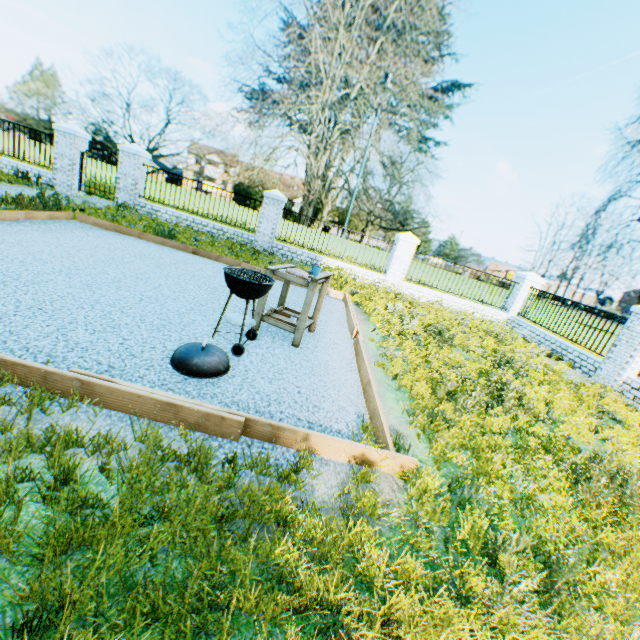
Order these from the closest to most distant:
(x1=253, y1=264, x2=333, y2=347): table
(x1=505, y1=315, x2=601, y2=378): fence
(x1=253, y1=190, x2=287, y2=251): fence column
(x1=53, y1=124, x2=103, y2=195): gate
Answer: (x1=253, y1=264, x2=333, y2=347): table, (x1=505, y1=315, x2=601, y2=378): fence, (x1=53, y1=124, x2=103, y2=195): gate, (x1=253, y1=190, x2=287, y2=251): fence column

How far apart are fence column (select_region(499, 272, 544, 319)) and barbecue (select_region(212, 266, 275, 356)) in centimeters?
1300cm

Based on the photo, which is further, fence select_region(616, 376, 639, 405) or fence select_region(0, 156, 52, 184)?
fence select_region(0, 156, 52, 184)

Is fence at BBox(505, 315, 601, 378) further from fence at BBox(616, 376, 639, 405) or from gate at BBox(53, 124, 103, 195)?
gate at BBox(53, 124, 103, 195)

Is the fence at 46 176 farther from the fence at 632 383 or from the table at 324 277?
the fence at 632 383

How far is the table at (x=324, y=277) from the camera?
4.54m

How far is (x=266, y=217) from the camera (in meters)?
12.70

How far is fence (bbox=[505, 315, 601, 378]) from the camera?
9.6m
